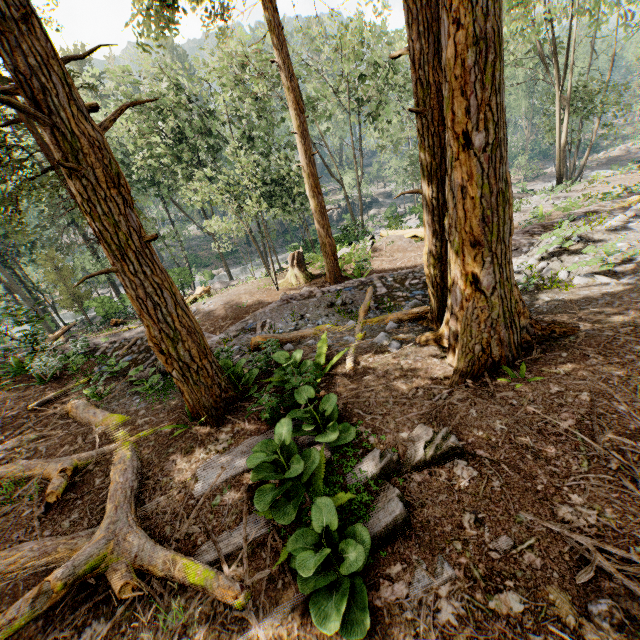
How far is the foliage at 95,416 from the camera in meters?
7.0 m

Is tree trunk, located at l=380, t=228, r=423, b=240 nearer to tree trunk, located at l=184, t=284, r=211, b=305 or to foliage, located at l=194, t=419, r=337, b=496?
foliage, located at l=194, t=419, r=337, b=496

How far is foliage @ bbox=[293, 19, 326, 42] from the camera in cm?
2111

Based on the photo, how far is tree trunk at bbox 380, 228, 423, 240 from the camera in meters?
19.6

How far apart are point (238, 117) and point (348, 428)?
30.69m

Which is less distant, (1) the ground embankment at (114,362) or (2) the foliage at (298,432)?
(2) the foliage at (298,432)

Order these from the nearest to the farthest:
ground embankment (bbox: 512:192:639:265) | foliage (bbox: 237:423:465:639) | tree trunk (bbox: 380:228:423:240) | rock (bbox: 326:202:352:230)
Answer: foliage (bbox: 237:423:465:639), ground embankment (bbox: 512:192:639:265), tree trunk (bbox: 380:228:423:240), rock (bbox: 326:202:352:230)

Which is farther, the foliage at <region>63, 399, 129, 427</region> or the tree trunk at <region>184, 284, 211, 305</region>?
the tree trunk at <region>184, 284, 211, 305</region>
